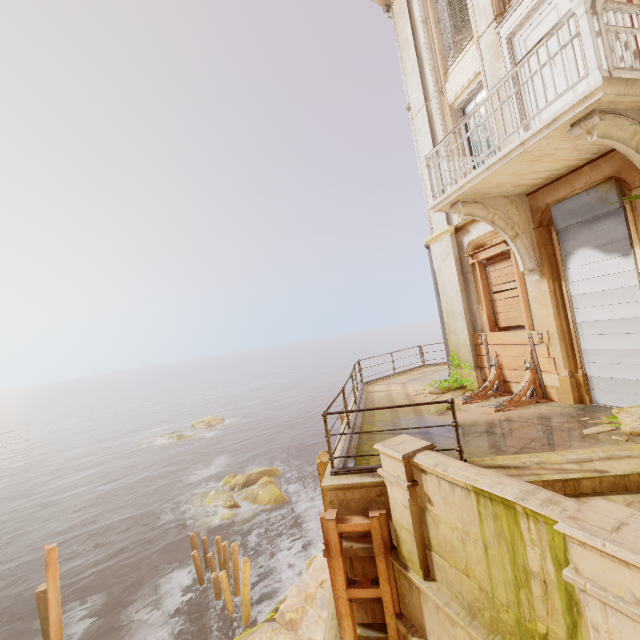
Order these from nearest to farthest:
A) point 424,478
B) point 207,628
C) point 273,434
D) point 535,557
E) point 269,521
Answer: point 535,557 → point 424,478 → point 207,628 → point 269,521 → point 273,434

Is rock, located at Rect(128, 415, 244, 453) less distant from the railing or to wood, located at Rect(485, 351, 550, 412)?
wood, located at Rect(485, 351, 550, 412)

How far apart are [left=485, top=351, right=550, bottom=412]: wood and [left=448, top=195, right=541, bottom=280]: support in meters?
1.6 m

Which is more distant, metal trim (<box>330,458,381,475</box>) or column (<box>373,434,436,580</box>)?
metal trim (<box>330,458,381,475</box>)

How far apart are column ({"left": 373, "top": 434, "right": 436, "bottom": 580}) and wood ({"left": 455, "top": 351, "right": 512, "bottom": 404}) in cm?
403

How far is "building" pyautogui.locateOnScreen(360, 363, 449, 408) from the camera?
9.3m

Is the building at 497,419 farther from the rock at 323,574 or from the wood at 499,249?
the wood at 499,249

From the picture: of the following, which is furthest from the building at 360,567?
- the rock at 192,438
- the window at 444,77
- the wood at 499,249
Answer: the rock at 192,438
